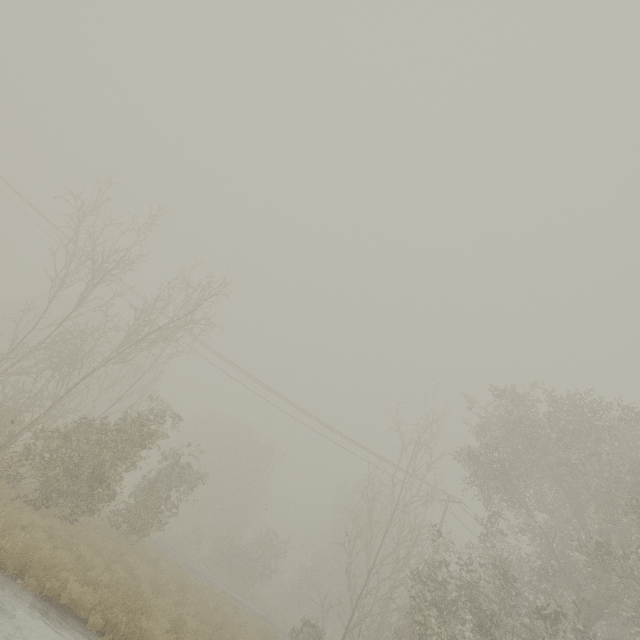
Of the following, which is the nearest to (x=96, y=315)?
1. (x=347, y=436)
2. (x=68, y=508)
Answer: (x=68, y=508)
